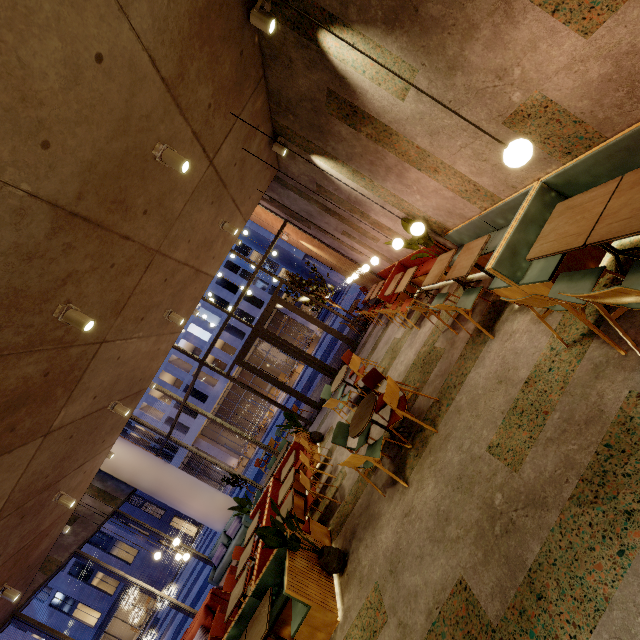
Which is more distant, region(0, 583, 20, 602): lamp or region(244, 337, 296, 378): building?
region(244, 337, 296, 378): building

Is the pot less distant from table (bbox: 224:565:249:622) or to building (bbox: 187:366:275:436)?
table (bbox: 224:565:249:622)

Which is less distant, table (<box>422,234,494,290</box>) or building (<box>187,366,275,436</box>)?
table (<box>422,234,494,290</box>)

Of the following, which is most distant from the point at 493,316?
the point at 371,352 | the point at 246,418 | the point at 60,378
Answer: the point at 246,418

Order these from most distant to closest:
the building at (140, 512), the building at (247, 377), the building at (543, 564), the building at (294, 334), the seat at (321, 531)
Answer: the building at (140, 512), the building at (247, 377), the building at (294, 334), the seat at (321, 531), the building at (543, 564)

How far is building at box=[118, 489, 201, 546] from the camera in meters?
38.7 m

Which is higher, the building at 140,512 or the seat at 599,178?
the building at 140,512

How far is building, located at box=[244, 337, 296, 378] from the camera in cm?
3753
